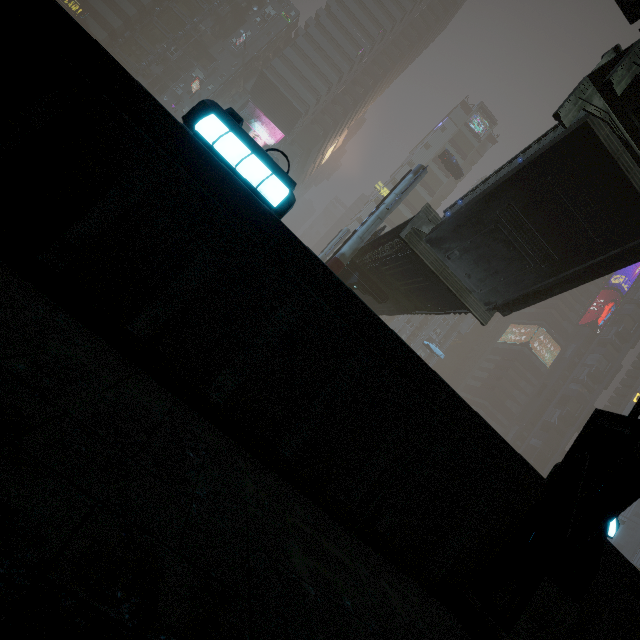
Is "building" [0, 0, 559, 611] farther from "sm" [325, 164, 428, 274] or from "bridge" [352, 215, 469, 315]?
"bridge" [352, 215, 469, 315]

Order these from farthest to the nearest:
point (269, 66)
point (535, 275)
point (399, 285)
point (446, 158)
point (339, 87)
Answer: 1. point (339, 87)
2. point (269, 66)
3. point (446, 158)
4. point (399, 285)
5. point (535, 275)

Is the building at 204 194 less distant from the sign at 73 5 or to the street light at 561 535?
the sign at 73 5

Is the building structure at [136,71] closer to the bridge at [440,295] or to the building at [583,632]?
the building at [583,632]

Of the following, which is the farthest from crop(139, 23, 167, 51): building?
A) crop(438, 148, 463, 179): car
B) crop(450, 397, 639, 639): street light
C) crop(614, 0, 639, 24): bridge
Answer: crop(614, 0, 639, 24): bridge

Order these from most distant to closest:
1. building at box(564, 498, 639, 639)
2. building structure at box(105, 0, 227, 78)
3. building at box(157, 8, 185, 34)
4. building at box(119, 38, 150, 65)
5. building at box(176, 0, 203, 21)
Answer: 1. building at box(176, 0, 203, 21)
2. building at box(157, 8, 185, 34)
3. building at box(119, 38, 150, 65)
4. building structure at box(105, 0, 227, 78)
5. building at box(564, 498, 639, 639)

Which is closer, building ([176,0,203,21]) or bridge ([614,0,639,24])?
bridge ([614,0,639,24])

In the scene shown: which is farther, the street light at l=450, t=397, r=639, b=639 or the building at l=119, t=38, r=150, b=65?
the building at l=119, t=38, r=150, b=65
